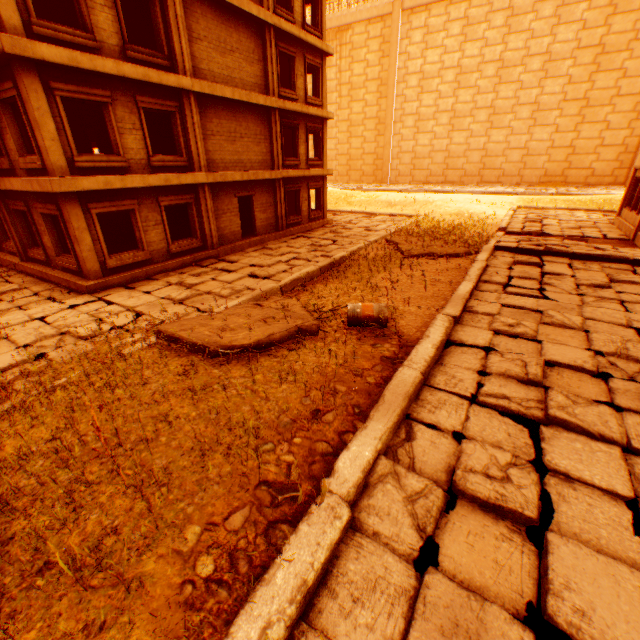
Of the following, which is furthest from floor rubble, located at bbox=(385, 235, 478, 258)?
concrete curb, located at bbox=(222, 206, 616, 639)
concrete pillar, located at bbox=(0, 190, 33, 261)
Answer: concrete pillar, located at bbox=(0, 190, 33, 261)

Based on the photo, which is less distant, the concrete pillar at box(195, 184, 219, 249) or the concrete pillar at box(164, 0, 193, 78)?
the concrete pillar at box(164, 0, 193, 78)

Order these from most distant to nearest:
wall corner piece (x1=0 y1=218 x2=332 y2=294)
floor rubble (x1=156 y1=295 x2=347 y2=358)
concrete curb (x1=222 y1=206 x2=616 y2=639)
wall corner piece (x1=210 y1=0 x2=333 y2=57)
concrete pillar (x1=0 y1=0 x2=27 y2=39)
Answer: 1. wall corner piece (x1=210 y1=0 x2=333 y2=57)
2. wall corner piece (x1=0 y1=218 x2=332 y2=294)
3. concrete pillar (x1=0 y1=0 x2=27 y2=39)
4. floor rubble (x1=156 y1=295 x2=347 y2=358)
5. concrete curb (x1=222 y1=206 x2=616 y2=639)

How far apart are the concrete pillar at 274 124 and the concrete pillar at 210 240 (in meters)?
4.39

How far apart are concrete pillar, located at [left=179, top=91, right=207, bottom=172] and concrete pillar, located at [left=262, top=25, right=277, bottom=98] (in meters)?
4.42

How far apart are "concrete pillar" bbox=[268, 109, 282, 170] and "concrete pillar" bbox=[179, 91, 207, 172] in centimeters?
436cm

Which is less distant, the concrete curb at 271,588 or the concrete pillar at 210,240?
the concrete curb at 271,588

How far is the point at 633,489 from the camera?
3.4m
